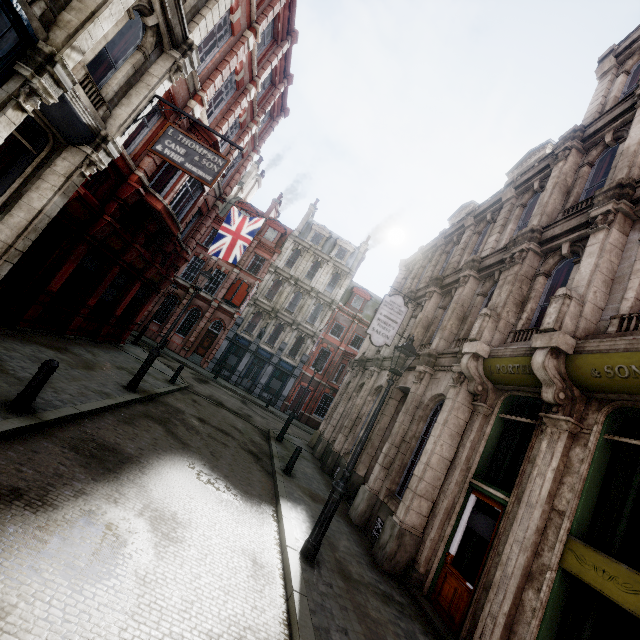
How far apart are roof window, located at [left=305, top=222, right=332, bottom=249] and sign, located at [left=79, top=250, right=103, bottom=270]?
24.5 meters

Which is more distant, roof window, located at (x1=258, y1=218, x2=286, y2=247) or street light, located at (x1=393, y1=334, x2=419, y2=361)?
roof window, located at (x1=258, y1=218, x2=286, y2=247)

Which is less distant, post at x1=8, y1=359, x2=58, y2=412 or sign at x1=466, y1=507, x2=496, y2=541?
post at x1=8, y1=359, x2=58, y2=412

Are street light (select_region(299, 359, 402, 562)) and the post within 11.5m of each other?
yes

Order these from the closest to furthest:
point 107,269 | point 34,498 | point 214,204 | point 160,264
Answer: point 34,498 < point 107,269 < point 160,264 < point 214,204

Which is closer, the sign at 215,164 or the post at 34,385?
the post at 34,385

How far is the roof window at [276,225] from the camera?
34.8m

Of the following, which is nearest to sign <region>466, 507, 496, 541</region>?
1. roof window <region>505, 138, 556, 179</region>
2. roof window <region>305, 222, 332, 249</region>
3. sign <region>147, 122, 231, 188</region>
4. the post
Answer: the post
